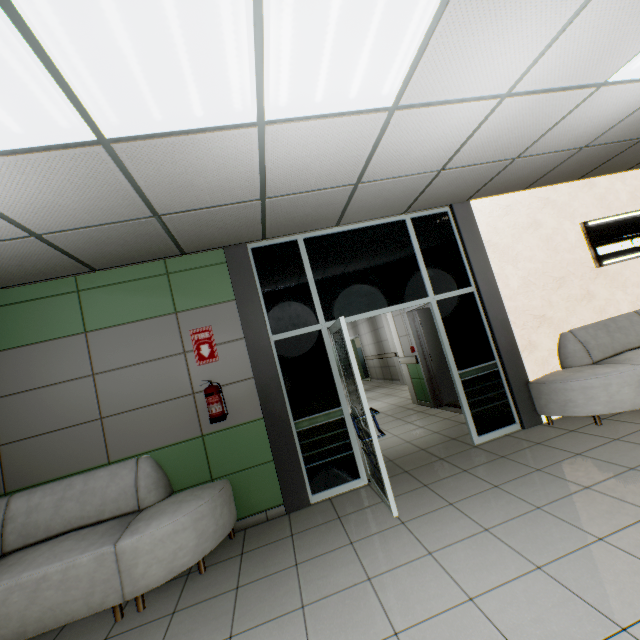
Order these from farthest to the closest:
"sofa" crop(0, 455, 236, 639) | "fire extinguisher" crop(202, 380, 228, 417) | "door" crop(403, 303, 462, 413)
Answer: "door" crop(403, 303, 462, 413), "fire extinguisher" crop(202, 380, 228, 417), "sofa" crop(0, 455, 236, 639)

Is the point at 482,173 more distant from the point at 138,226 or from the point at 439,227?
the point at 138,226

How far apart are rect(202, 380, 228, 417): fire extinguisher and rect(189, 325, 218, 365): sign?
0.20m

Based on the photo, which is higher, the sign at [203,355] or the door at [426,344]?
the sign at [203,355]

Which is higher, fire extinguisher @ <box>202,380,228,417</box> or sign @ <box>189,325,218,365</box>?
sign @ <box>189,325,218,365</box>

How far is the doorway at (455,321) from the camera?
3.9 meters

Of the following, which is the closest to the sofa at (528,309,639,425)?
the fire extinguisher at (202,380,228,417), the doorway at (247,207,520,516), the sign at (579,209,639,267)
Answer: the doorway at (247,207,520,516)

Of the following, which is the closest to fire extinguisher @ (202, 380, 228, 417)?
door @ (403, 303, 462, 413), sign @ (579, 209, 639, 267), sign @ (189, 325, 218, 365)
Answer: sign @ (189, 325, 218, 365)
